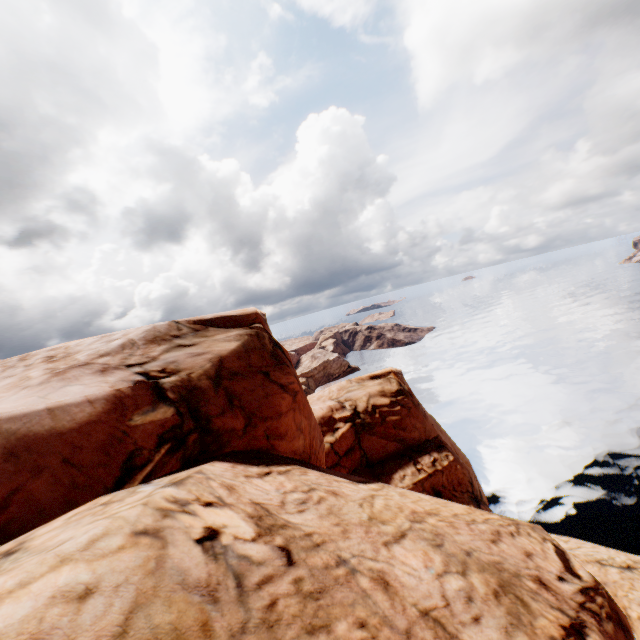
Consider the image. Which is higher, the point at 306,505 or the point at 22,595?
the point at 22,595
